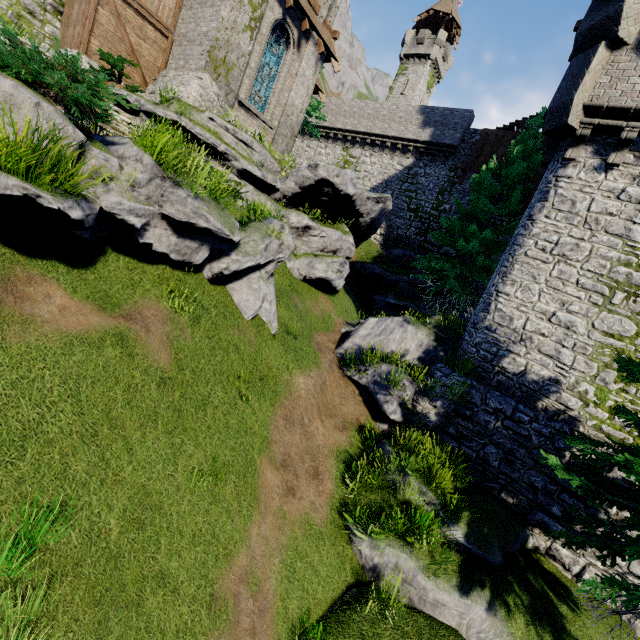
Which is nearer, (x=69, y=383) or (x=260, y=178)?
(x=69, y=383)

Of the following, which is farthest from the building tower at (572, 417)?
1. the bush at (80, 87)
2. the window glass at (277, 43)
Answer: the window glass at (277, 43)

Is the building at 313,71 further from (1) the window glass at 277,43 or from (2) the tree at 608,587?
(2) the tree at 608,587

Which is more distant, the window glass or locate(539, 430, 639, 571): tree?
the window glass

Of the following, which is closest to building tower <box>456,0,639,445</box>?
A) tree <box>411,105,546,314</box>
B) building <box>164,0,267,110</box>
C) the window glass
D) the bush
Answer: tree <box>411,105,546,314</box>

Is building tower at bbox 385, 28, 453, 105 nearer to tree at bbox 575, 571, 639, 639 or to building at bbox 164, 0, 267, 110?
tree at bbox 575, 571, 639, 639

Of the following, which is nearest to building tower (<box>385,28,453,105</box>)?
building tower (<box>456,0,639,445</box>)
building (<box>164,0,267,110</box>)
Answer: building tower (<box>456,0,639,445</box>)

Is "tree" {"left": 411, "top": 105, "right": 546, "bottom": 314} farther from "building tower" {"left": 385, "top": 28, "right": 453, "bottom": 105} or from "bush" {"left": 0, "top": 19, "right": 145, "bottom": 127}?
"building tower" {"left": 385, "top": 28, "right": 453, "bottom": 105}
